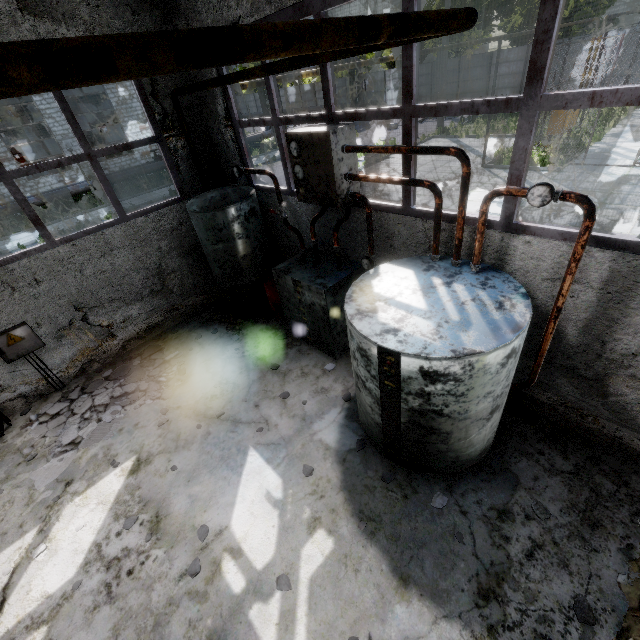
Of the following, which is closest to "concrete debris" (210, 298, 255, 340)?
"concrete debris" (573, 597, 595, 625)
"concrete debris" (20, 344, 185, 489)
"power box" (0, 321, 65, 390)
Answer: "concrete debris" (20, 344, 185, 489)

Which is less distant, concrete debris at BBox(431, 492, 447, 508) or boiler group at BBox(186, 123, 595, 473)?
boiler group at BBox(186, 123, 595, 473)

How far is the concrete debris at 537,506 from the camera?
3.6 meters

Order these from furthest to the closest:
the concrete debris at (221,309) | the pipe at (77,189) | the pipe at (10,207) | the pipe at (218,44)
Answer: the pipe at (77,189)
the pipe at (10,207)
the concrete debris at (221,309)
the pipe at (218,44)

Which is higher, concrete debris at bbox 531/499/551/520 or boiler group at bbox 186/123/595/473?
boiler group at bbox 186/123/595/473

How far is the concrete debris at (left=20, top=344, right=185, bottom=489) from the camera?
5.4 meters

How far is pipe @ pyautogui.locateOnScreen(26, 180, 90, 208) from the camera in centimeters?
1947cm

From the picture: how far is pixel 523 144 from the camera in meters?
3.2 m
